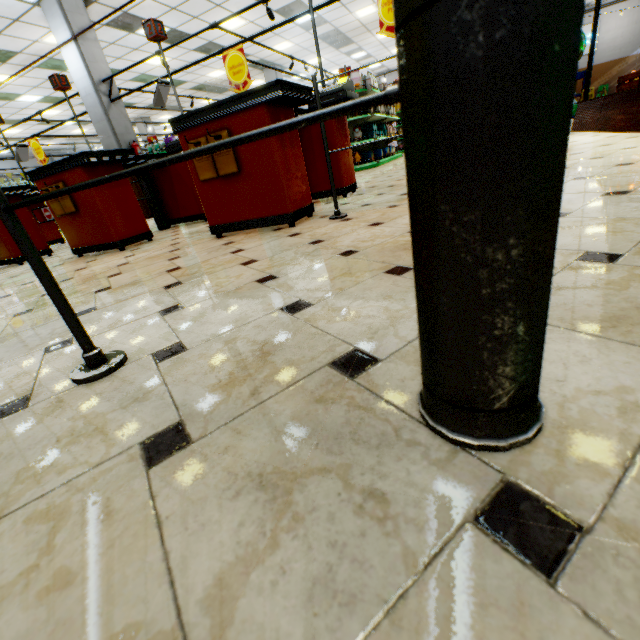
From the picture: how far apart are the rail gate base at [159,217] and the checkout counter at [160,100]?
2.3 meters

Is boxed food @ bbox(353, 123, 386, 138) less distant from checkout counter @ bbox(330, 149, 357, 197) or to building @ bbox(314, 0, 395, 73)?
building @ bbox(314, 0, 395, 73)

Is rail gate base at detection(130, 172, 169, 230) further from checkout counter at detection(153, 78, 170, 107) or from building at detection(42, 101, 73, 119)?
checkout counter at detection(153, 78, 170, 107)

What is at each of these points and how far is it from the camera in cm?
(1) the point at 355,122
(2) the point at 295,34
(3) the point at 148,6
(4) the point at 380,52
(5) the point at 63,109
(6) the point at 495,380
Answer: (1) shelf, 898
(2) building, 1240
(3) building, 850
(4) building, 1719
(5) building, 1486
(6) rail gate base, 44

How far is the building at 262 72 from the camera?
15.3m

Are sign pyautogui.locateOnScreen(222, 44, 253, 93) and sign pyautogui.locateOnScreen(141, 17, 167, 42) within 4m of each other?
yes

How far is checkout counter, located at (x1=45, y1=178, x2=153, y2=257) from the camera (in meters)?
3.47

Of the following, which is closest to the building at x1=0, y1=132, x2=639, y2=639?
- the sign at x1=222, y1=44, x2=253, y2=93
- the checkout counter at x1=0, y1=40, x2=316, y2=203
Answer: the checkout counter at x1=0, y1=40, x2=316, y2=203
